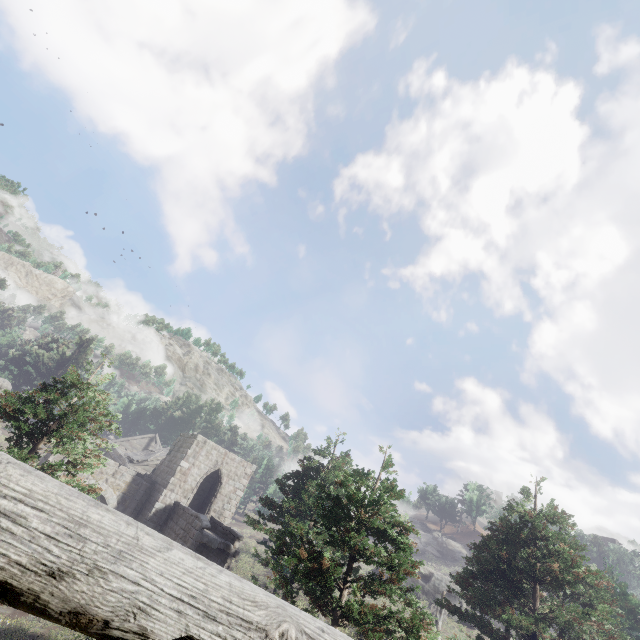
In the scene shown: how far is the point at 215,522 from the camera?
23.67m

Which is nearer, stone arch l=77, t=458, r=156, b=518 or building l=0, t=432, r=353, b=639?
building l=0, t=432, r=353, b=639

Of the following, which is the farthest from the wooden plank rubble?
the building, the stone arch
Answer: the building

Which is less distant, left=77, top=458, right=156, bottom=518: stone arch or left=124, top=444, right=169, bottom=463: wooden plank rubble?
left=77, top=458, right=156, bottom=518: stone arch

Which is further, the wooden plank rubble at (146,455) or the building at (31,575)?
the wooden plank rubble at (146,455)

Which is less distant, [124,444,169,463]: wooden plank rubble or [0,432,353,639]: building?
[0,432,353,639]: building

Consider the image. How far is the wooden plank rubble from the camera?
31.9 meters

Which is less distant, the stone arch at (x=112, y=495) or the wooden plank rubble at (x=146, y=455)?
the stone arch at (x=112, y=495)
